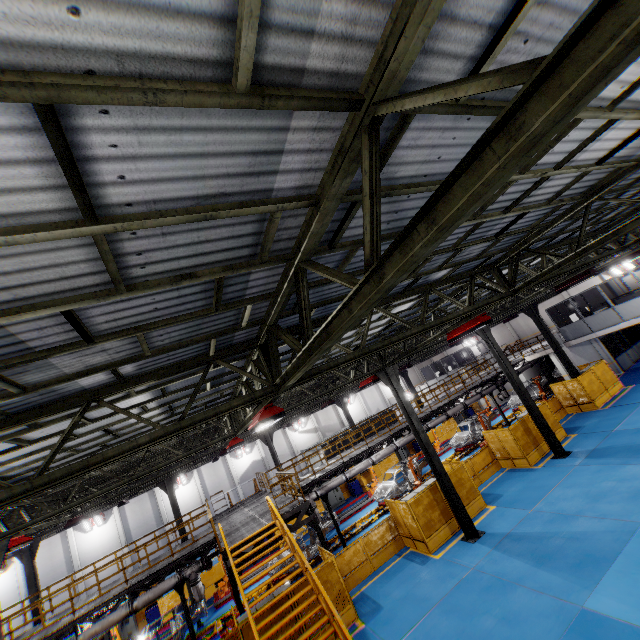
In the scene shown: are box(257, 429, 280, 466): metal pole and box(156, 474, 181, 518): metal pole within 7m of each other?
yes

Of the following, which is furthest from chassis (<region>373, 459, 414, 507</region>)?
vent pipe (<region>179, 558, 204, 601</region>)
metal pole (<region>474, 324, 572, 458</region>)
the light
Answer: the light

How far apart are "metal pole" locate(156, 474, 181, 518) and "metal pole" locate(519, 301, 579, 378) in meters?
28.8 m

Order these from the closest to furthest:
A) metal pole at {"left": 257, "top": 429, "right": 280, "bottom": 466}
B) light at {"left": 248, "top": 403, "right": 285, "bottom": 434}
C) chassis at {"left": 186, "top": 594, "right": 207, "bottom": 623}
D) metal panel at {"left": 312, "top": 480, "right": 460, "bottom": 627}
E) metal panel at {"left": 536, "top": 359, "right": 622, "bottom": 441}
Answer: light at {"left": 248, "top": 403, "right": 285, "bottom": 434} → metal panel at {"left": 312, "top": 480, "right": 460, "bottom": 627} → chassis at {"left": 186, "top": 594, "right": 207, "bottom": 623} → metal panel at {"left": 536, "top": 359, "right": 622, "bottom": 441} → metal pole at {"left": 257, "top": 429, "right": 280, "bottom": 466}

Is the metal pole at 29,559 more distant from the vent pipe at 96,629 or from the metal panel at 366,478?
the vent pipe at 96,629

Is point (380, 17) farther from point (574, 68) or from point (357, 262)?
point (357, 262)

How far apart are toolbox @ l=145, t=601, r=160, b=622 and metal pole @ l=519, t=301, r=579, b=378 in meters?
31.3

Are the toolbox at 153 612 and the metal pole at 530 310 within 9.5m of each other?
no
